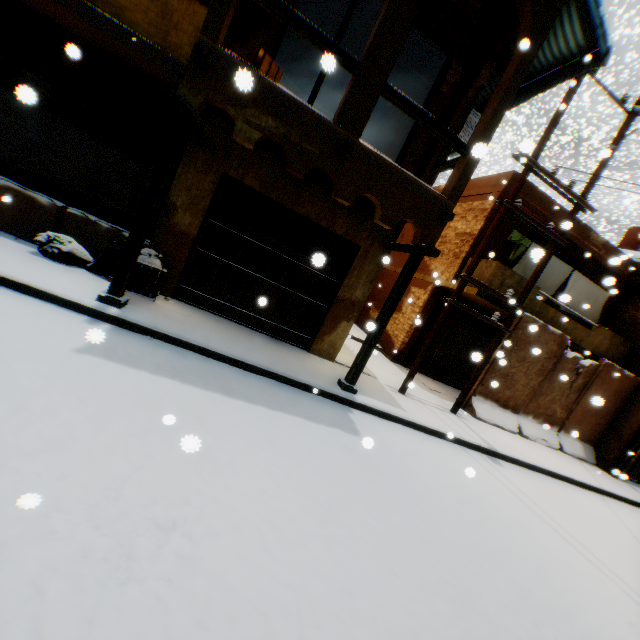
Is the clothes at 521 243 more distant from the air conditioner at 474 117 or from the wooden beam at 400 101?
the air conditioner at 474 117

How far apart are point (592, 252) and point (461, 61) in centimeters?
887cm

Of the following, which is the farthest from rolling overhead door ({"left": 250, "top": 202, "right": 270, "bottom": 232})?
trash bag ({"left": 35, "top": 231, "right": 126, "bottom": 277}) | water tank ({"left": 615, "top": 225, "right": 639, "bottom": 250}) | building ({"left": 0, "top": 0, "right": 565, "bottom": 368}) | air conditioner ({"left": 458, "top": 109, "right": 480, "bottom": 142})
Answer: water tank ({"left": 615, "top": 225, "right": 639, "bottom": 250})

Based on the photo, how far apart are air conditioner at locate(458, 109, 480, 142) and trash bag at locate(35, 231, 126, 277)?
6.9 meters

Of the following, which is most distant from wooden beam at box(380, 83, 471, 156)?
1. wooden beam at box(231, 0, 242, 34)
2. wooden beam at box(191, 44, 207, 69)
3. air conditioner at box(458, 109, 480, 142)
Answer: wooden beam at box(231, 0, 242, 34)

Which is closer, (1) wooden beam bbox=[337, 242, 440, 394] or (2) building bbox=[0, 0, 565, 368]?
(2) building bbox=[0, 0, 565, 368]

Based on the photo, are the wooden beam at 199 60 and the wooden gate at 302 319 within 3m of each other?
yes

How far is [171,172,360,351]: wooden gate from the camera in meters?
6.7
